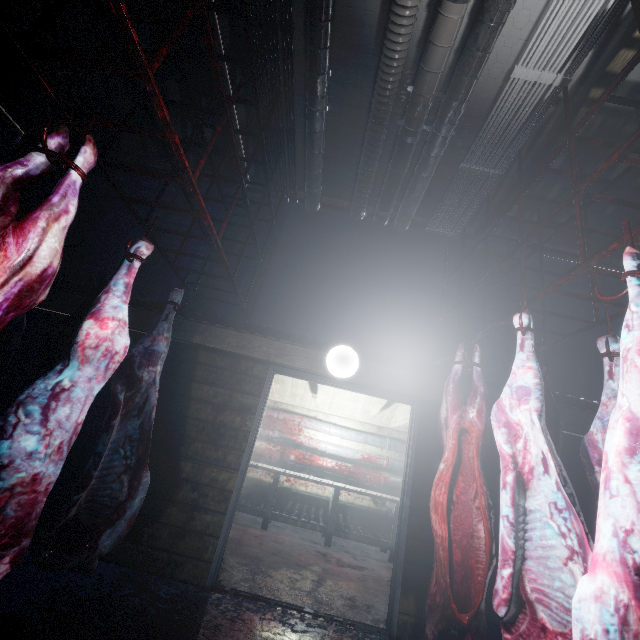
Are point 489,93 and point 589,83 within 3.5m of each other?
yes

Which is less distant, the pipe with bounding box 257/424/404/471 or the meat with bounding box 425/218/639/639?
the meat with bounding box 425/218/639/639

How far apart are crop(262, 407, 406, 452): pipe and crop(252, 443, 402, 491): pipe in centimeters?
43cm

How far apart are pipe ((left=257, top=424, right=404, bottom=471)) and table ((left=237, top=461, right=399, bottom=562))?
0.4 meters

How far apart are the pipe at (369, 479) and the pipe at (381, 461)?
0.1 meters

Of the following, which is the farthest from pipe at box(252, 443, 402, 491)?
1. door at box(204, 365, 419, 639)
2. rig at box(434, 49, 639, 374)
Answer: rig at box(434, 49, 639, 374)

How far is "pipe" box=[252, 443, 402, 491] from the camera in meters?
5.8

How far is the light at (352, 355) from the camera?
3.0m
